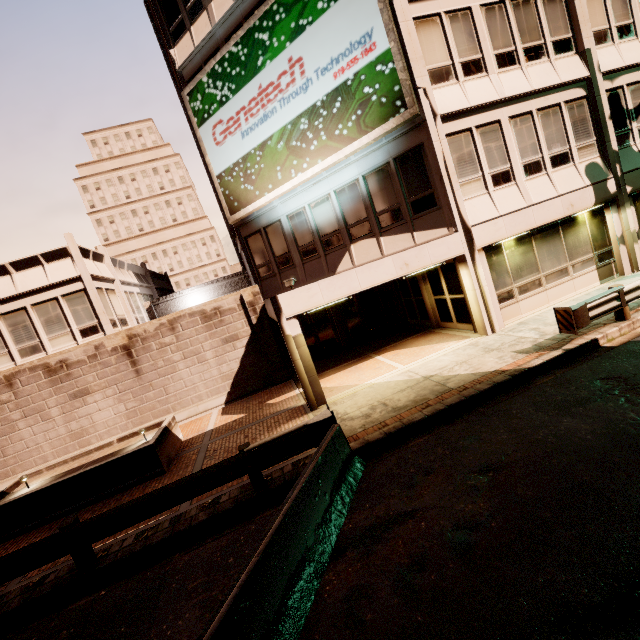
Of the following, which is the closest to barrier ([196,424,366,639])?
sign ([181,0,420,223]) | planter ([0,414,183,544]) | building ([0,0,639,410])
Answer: building ([0,0,639,410])

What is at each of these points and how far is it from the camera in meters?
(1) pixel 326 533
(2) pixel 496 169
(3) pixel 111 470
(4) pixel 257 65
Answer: (1) barrier, 4.9
(2) building, 11.3
(3) planter, 8.9
(4) sign, 12.5

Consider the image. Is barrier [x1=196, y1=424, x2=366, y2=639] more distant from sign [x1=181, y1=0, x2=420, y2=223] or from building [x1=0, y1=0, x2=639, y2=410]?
sign [x1=181, y1=0, x2=420, y2=223]

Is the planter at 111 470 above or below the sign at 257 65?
below

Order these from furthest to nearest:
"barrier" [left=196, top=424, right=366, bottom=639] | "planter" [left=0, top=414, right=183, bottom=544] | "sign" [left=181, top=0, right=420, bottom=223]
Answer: "sign" [left=181, top=0, right=420, bottom=223]
"planter" [left=0, top=414, right=183, bottom=544]
"barrier" [left=196, top=424, right=366, bottom=639]

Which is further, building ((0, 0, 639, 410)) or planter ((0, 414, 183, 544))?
building ((0, 0, 639, 410))

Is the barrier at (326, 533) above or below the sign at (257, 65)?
below

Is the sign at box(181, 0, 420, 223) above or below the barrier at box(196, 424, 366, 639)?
above
